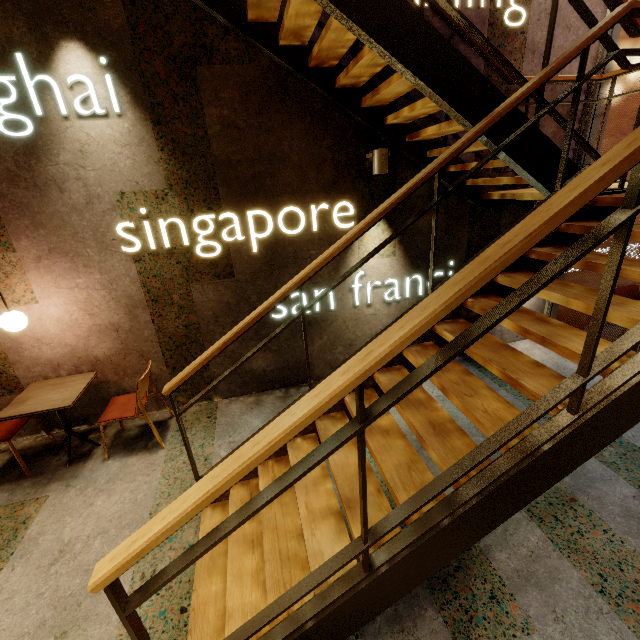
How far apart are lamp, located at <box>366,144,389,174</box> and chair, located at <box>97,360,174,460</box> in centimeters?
322cm

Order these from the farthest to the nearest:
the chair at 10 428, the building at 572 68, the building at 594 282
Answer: the building at 594 282
the building at 572 68
the chair at 10 428

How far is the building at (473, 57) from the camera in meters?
3.4 m

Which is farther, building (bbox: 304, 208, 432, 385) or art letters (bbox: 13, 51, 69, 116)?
building (bbox: 304, 208, 432, 385)

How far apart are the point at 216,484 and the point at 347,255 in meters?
3.2 m

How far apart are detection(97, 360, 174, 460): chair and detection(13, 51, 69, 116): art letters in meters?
2.3

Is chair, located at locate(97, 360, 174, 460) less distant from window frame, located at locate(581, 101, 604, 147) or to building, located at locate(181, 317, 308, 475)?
building, located at locate(181, 317, 308, 475)

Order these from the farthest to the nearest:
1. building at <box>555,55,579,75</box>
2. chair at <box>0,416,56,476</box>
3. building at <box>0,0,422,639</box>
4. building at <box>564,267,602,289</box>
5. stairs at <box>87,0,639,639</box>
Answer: building at <box>564,267,602,289</box> < building at <box>555,55,579,75</box> < chair at <box>0,416,56,476</box> < building at <box>0,0,422,639</box> < stairs at <box>87,0,639,639</box>
